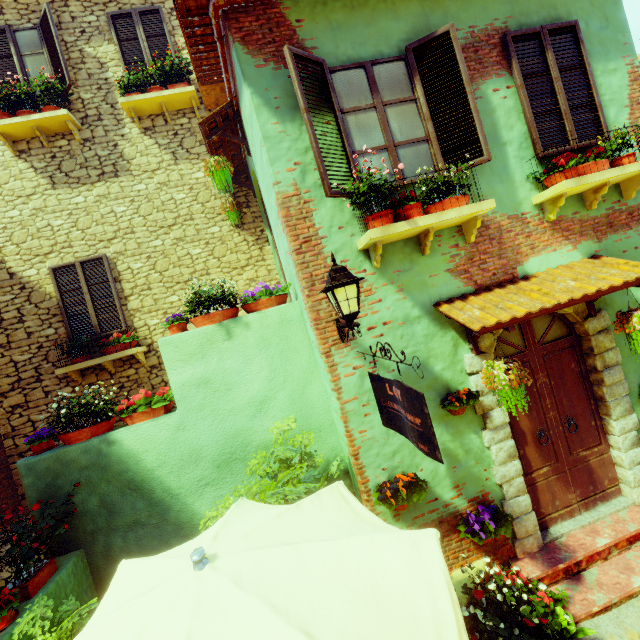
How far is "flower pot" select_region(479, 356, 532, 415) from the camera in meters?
3.3

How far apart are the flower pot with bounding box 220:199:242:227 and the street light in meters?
4.3 m

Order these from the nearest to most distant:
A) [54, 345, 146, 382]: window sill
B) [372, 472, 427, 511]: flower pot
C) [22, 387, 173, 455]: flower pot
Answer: [372, 472, 427, 511]: flower pot
[22, 387, 173, 455]: flower pot
[54, 345, 146, 382]: window sill

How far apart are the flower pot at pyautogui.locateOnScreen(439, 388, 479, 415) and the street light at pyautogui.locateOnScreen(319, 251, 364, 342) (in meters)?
1.41

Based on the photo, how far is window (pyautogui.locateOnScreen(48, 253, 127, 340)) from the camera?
6.6m

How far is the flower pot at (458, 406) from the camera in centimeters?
376cm

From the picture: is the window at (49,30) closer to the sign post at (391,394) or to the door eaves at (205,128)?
the door eaves at (205,128)

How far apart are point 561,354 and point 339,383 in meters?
3.1 m
